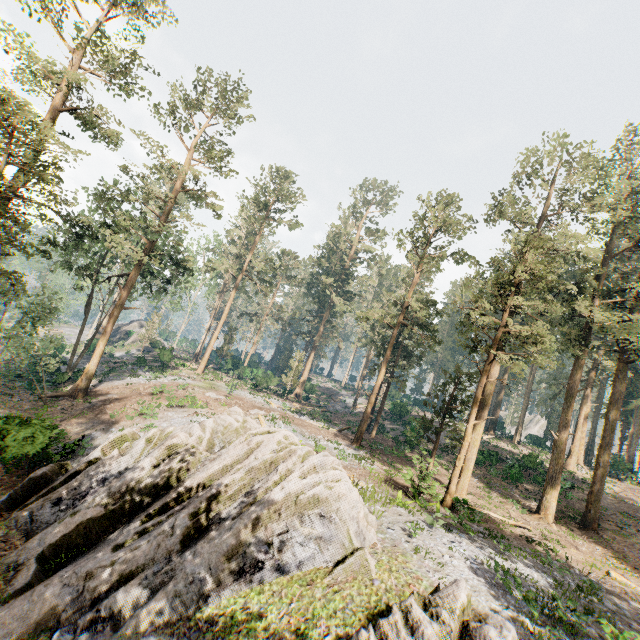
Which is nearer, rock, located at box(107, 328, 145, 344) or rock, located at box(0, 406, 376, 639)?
rock, located at box(0, 406, 376, 639)

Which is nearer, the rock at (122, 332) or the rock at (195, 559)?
the rock at (195, 559)

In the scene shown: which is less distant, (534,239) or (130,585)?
(130,585)

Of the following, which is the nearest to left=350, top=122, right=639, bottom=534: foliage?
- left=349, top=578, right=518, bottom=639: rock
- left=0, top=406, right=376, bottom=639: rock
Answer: left=0, top=406, right=376, bottom=639: rock

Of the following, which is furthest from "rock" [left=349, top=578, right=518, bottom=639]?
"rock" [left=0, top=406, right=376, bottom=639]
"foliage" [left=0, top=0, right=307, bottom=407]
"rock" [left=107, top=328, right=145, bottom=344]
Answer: "rock" [left=107, top=328, right=145, bottom=344]

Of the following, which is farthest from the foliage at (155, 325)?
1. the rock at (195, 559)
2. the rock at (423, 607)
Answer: the rock at (423, 607)

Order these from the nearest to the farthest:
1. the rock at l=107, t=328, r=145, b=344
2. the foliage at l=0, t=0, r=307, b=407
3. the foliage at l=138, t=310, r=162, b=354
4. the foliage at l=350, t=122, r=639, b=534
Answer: the foliage at l=0, t=0, r=307, b=407
the foliage at l=350, t=122, r=639, b=534
the foliage at l=138, t=310, r=162, b=354
the rock at l=107, t=328, r=145, b=344

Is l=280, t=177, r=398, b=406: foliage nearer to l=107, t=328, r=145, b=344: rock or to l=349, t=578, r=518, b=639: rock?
l=107, t=328, r=145, b=344: rock
